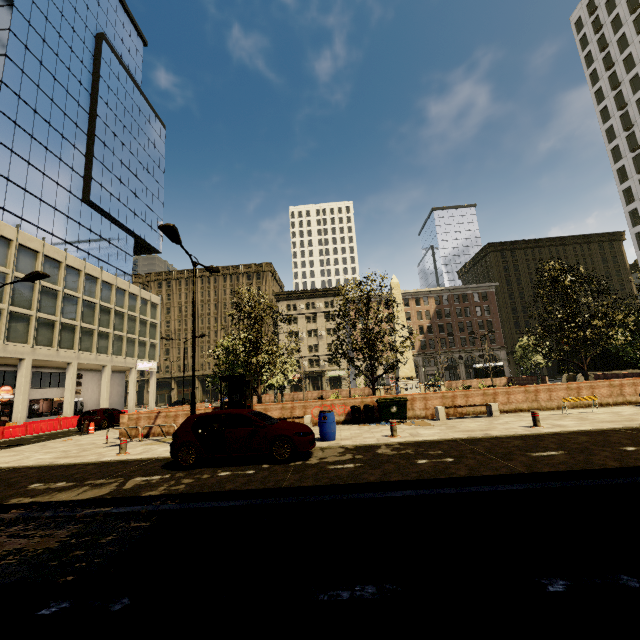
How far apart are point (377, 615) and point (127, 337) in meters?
46.4 m

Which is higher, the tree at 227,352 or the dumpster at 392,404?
the tree at 227,352

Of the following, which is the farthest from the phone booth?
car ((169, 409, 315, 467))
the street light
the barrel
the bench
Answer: the bench

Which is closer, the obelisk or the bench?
the bench

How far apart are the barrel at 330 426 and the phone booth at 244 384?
4.46m

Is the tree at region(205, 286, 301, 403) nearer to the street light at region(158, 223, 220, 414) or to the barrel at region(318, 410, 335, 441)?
the street light at region(158, 223, 220, 414)

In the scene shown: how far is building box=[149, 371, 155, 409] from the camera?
45.91m

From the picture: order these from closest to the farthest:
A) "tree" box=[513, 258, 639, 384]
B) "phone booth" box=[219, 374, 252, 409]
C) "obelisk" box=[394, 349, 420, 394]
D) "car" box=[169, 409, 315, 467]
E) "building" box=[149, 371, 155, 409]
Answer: "car" box=[169, 409, 315, 467] < "phone booth" box=[219, 374, 252, 409] < "tree" box=[513, 258, 639, 384] < "obelisk" box=[394, 349, 420, 394] < "building" box=[149, 371, 155, 409]
